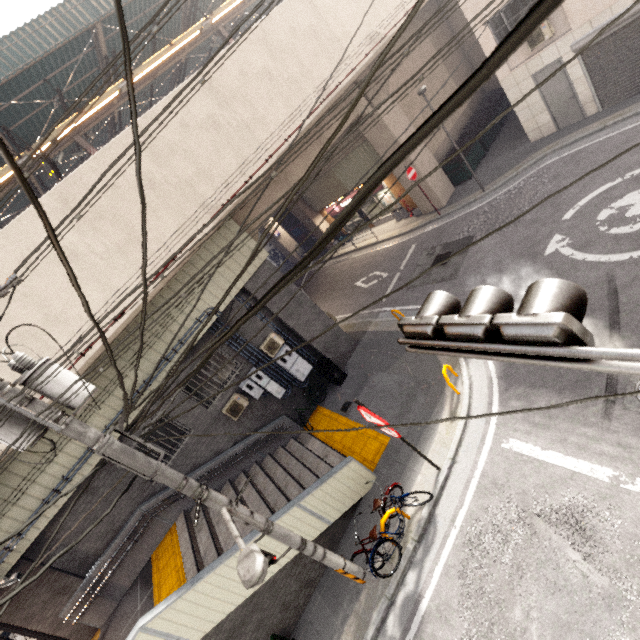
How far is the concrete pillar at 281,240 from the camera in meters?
29.8 m

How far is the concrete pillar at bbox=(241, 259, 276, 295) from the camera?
11.1m

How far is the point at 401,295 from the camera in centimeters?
1372cm

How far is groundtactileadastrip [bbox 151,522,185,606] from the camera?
7.9m

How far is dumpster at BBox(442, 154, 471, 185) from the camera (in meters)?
15.54

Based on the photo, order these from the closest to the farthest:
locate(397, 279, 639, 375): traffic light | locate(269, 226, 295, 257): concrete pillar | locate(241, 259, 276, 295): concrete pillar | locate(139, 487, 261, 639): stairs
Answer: locate(397, 279, 639, 375): traffic light, locate(139, 487, 261, 639): stairs, locate(241, 259, 276, 295): concrete pillar, locate(269, 226, 295, 257): concrete pillar

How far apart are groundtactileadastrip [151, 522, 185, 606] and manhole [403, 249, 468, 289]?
11.74m

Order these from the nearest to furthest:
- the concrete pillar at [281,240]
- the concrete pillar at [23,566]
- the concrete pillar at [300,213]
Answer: A:
1. the concrete pillar at [23,566]
2. the concrete pillar at [300,213]
3. the concrete pillar at [281,240]
